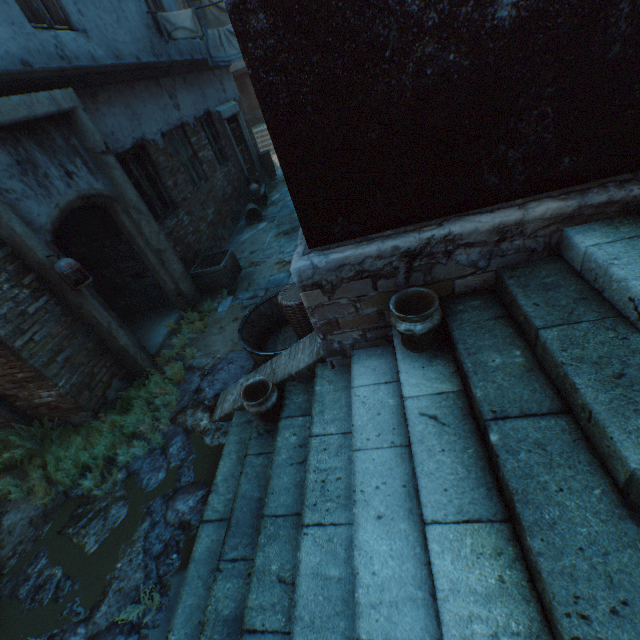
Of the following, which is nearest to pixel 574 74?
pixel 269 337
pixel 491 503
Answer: pixel 491 503

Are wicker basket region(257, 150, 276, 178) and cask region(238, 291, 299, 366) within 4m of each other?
no

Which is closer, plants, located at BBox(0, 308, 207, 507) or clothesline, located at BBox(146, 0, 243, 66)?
plants, located at BBox(0, 308, 207, 507)

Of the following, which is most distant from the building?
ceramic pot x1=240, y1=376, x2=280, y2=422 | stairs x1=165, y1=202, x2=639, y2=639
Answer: ceramic pot x1=240, y1=376, x2=280, y2=422

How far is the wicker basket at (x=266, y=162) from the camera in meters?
12.1

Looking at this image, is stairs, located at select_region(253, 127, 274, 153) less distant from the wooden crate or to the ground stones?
the wooden crate

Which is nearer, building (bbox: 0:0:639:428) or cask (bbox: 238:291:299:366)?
building (bbox: 0:0:639:428)

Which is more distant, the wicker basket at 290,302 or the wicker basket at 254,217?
the wicker basket at 254,217
